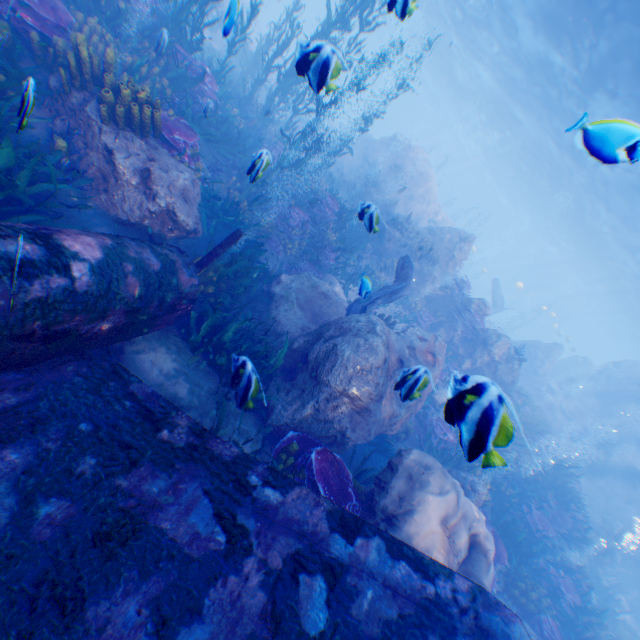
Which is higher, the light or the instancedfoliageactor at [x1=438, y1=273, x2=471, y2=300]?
the light

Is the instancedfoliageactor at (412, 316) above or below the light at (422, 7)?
below

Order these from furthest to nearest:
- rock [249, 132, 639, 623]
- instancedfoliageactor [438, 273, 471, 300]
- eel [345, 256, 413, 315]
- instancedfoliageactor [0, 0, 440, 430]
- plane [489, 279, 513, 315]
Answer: plane [489, 279, 513, 315]
instancedfoliageactor [438, 273, 471, 300]
eel [345, 256, 413, 315]
rock [249, 132, 639, 623]
instancedfoliageactor [0, 0, 440, 430]

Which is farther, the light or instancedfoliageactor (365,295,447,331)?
the light

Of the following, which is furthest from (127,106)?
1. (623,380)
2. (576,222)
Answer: (576,222)

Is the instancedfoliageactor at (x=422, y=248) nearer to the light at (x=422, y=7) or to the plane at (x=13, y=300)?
the plane at (x=13, y=300)

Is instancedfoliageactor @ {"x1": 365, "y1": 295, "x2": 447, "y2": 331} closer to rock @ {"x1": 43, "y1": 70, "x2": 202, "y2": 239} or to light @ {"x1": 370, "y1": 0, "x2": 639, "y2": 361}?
rock @ {"x1": 43, "y1": 70, "x2": 202, "y2": 239}
